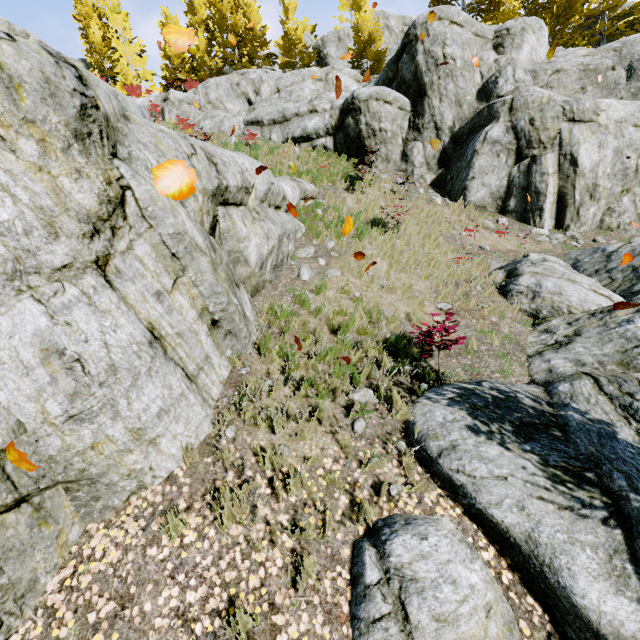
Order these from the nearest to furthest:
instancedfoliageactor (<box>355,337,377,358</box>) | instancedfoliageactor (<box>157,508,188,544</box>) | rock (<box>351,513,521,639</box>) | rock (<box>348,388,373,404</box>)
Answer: rock (<box>351,513,521,639</box>), instancedfoliageactor (<box>157,508,188,544</box>), rock (<box>348,388,373,404</box>), instancedfoliageactor (<box>355,337,377,358</box>)

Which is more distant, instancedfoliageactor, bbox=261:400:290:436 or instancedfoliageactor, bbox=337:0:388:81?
instancedfoliageactor, bbox=337:0:388:81

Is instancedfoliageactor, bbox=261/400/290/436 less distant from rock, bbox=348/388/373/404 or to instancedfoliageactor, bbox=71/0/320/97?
rock, bbox=348/388/373/404

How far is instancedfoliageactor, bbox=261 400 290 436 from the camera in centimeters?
421cm

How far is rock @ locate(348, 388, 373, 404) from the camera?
4.7 meters

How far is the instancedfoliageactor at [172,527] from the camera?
3.3m

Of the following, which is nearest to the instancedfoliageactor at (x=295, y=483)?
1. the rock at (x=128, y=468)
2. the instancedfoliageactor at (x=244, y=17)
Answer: the rock at (x=128, y=468)

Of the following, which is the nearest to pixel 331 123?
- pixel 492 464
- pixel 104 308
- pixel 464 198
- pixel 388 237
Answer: pixel 464 198
